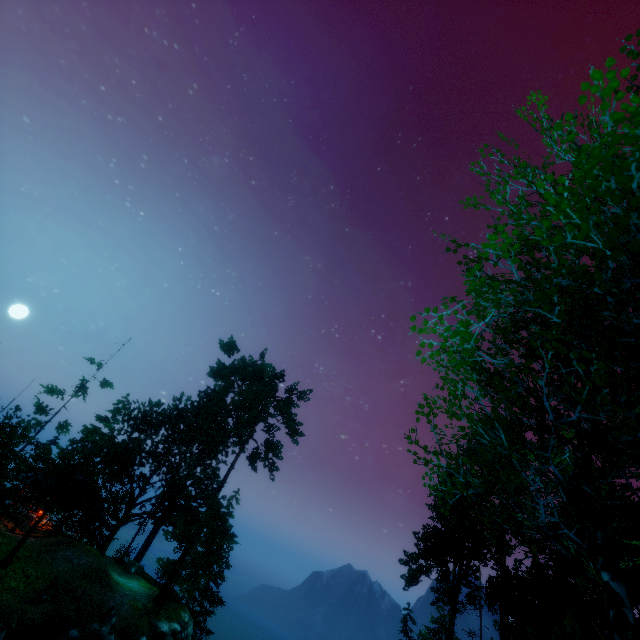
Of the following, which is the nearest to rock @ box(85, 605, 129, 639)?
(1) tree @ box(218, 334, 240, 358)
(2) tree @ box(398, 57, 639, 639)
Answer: (2) tree @ box(398, 57, 639, 639)

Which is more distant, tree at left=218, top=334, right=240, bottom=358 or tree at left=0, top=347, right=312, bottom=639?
tree at left=218, top=334, right=240, bottom=358

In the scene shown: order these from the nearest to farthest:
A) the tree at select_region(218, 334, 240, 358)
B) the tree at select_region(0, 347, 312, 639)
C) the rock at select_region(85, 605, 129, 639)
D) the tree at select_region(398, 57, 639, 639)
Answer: the tree at select_region(398, 57, 639, 639) < the rock at select_region(85, 605, 129, 639) < the tree at select_region(0, 347, 312, 639) < the tree at select_region(218, 334, 240, 358)

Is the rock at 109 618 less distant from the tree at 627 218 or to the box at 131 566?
the tree at 627 218

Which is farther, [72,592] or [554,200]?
[72,592]

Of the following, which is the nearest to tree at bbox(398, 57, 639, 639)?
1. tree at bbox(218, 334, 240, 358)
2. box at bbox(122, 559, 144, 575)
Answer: box at bbox(122, 559, 144, 575)

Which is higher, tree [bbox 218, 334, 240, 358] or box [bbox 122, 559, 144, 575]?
tree [bbox 218, 334, 240, 358]

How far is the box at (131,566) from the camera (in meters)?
→ 27.69
